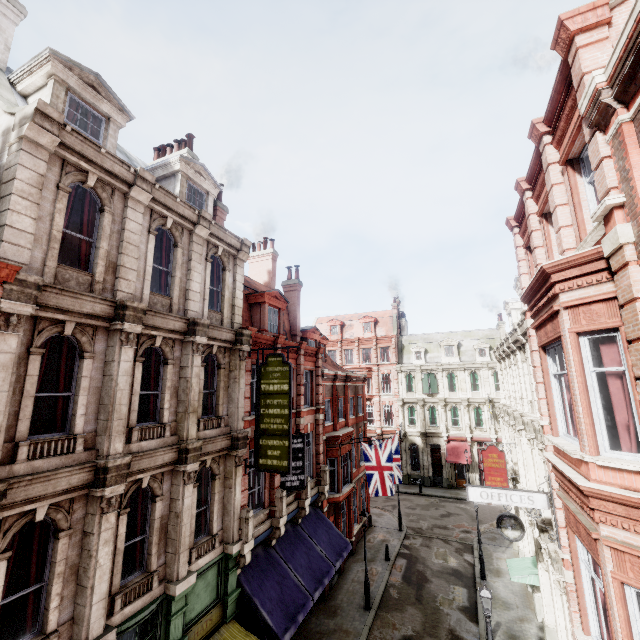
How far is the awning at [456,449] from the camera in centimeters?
3503cm

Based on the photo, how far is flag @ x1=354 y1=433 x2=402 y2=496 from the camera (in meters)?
19.06

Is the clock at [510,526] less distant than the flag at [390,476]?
Yes

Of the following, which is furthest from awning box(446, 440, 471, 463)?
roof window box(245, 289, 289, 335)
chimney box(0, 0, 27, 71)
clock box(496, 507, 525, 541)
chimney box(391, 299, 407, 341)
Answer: chimney box(0, 0, 27, 71)

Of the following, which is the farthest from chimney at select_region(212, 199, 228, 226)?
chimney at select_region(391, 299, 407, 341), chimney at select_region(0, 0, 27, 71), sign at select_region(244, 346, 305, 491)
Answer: chimney at select_region(391, 299, 407, 341)

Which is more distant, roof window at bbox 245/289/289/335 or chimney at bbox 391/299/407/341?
chimney at bbox 391/299/407/341

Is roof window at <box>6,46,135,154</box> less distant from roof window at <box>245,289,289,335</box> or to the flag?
roof window at <box>245,289,289,335</box>

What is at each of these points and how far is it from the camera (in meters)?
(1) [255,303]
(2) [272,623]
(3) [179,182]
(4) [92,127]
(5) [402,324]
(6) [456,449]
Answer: (1) roof window, 17.31
(2) awning, 11.19
(3) roof window, 12.96
(4) roof window, 10.17
(5) chimney, 46.06
(6) awning, 36.34
